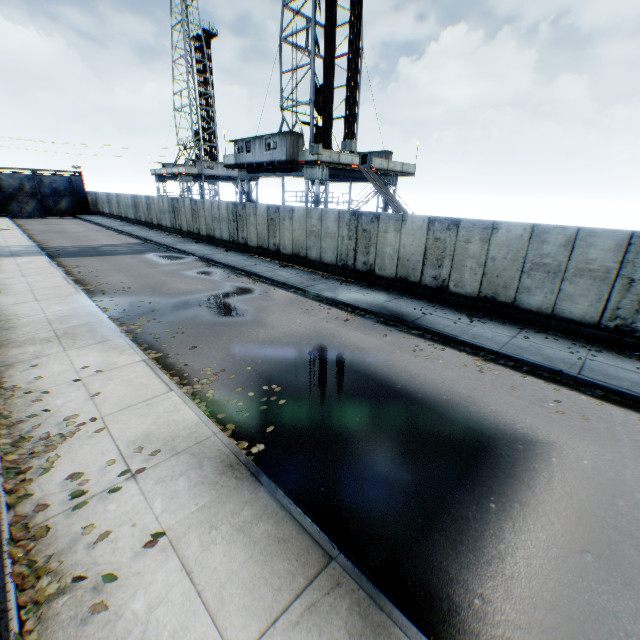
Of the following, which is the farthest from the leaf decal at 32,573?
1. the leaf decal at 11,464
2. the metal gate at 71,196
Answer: the metal gate at 71,196

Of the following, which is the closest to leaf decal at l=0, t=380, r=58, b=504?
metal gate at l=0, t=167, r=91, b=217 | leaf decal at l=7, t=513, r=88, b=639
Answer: leaf decal at l=7, t=513, r=88, b=639

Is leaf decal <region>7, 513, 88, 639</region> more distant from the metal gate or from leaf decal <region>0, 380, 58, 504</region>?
the metal gate

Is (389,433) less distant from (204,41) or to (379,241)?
(379,241)

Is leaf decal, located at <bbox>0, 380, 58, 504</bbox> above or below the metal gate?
below

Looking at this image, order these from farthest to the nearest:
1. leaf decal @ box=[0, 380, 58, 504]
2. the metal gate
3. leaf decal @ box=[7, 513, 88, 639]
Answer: the metal gate, leaf decal @ box=[0, 380, 58, 504], leaf decal @ box=[7, 513, 88, 639]

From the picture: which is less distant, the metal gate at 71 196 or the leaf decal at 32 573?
the leaf decal at 32 573

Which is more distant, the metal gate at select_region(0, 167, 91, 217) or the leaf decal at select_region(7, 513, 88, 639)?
the metal gate at select_region(0, 167, 91, 217)
